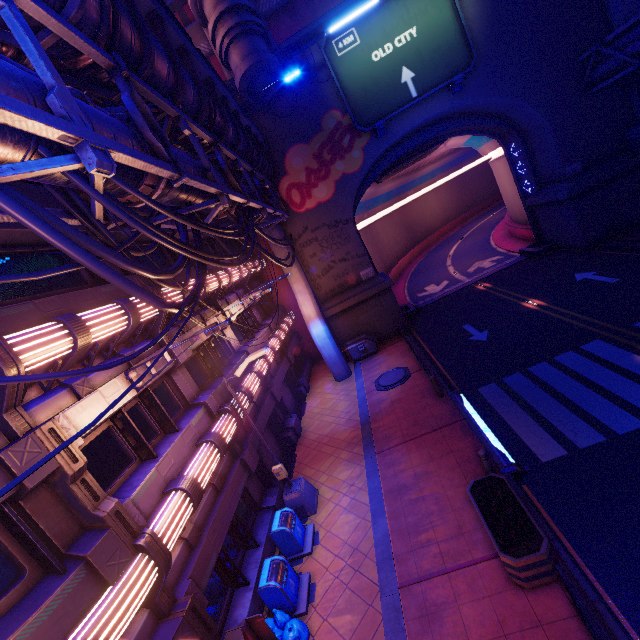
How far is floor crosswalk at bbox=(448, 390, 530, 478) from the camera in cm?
923

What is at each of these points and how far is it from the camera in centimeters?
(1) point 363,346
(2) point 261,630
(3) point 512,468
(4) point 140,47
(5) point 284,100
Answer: (1) generator, 2158cm
(2) atm, 703cm
(3) floor crosswalk, 928cm
(4) walkway, 693cm
(5) wall arch, 2020cm

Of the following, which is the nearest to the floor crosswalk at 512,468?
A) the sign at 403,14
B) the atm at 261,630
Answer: the atm at 261,630

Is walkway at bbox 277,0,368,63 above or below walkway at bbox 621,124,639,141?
above

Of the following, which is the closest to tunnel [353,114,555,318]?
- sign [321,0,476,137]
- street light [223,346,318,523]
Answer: sign [321,0,476,137]

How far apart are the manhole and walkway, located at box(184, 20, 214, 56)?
23.7 meters

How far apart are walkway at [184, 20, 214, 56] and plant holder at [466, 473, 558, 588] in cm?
2799

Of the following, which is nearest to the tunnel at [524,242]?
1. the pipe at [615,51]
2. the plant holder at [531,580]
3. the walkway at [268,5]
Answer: the pipe at [615,51]
